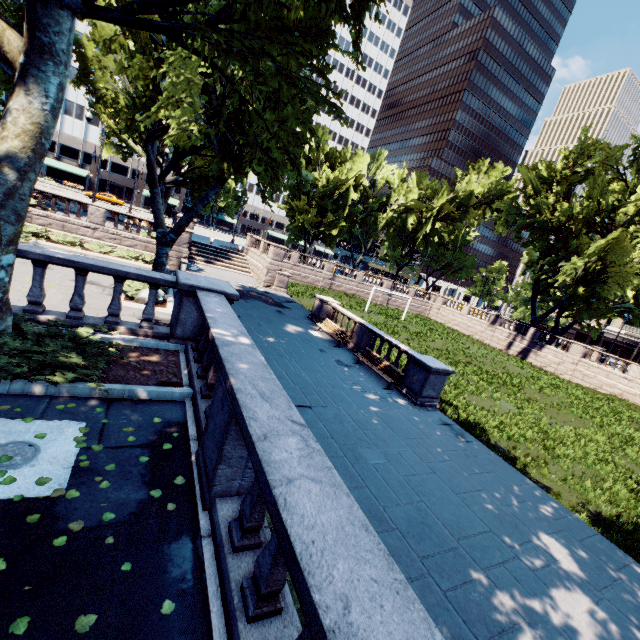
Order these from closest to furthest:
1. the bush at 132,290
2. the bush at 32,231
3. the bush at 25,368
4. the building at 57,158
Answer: the bush at 25,368 → the bush at 132,290 → the bush at 32,231 → the building at 57,158

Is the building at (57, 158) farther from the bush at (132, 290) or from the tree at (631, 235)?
the bush at (132, 290)

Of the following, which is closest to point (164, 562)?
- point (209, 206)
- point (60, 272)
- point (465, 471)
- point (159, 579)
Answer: point (159, 579)

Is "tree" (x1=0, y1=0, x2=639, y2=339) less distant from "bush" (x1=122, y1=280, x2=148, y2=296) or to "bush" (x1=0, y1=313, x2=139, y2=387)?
"bush" (x1=122, y1=280, x2=148, y2=296)

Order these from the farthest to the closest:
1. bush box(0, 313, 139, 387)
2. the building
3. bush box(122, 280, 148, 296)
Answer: the building, bush box(122, 280, 148, 296), bush box(0, 313, 139, 387)

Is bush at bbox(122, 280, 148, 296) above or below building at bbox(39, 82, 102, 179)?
below

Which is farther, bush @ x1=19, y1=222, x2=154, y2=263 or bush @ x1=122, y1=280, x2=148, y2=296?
bush @ x1=19, y1=222, x2=154, y2=263

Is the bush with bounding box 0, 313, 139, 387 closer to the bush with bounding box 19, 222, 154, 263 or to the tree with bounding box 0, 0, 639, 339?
the tree with bounding box 0, 0, 639, 339
